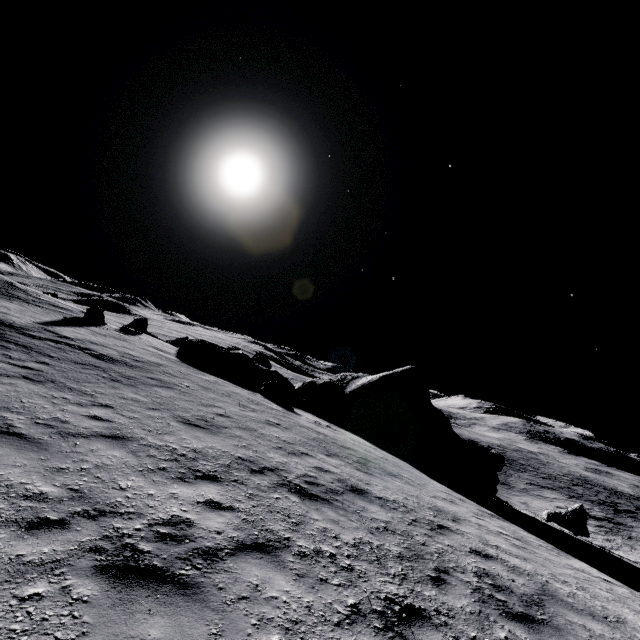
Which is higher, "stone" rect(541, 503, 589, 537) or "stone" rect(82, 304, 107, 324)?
"stone" rect(82, 304, 107, 324)

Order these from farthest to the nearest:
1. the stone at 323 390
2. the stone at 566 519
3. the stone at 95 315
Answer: the stone at 95 315 < the stone at 323 390 < the stone at 566 519

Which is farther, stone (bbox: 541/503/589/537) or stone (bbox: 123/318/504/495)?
stone (bbox: 123/318/504/495)

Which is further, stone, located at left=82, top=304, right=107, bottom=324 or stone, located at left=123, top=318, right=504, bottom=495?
stone, located at left=82, top=304, right=107, bottom=324

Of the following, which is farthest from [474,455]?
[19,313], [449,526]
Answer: [19,313]

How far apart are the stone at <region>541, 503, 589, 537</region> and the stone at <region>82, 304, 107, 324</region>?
30.3m

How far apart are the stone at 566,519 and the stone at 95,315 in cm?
3033

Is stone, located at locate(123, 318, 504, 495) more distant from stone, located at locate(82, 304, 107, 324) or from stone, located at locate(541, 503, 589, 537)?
stone, located at locate(82, 304, 107, 324)
